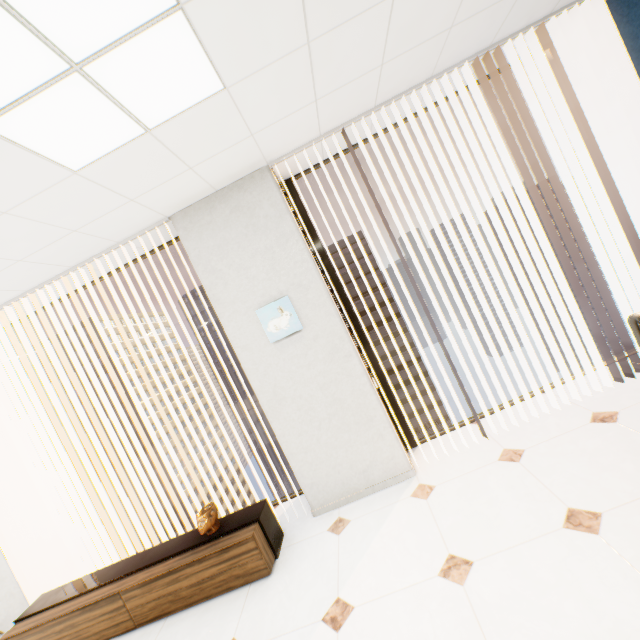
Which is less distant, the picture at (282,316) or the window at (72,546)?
the picture at (282,316)

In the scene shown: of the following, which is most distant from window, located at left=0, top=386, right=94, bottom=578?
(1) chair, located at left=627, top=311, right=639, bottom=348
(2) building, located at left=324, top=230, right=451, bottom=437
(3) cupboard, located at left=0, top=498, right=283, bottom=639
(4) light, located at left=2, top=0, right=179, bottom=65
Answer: (2) building, located at left=324, top=230, right=451, bottom=437

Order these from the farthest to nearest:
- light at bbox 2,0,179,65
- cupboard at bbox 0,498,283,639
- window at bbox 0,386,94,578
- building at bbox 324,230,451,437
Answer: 1. building at bbox 324,230,451,437
2. window at bbox 0,386,94,578
3. cupboard at bbox 0,498,283,639
4. light at bbox 2,0,179,65

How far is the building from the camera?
58.69m

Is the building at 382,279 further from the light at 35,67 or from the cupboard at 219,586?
the light at 35,67

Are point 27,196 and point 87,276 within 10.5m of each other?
yes

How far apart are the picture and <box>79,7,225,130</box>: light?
1.5m

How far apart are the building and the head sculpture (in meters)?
56.94
